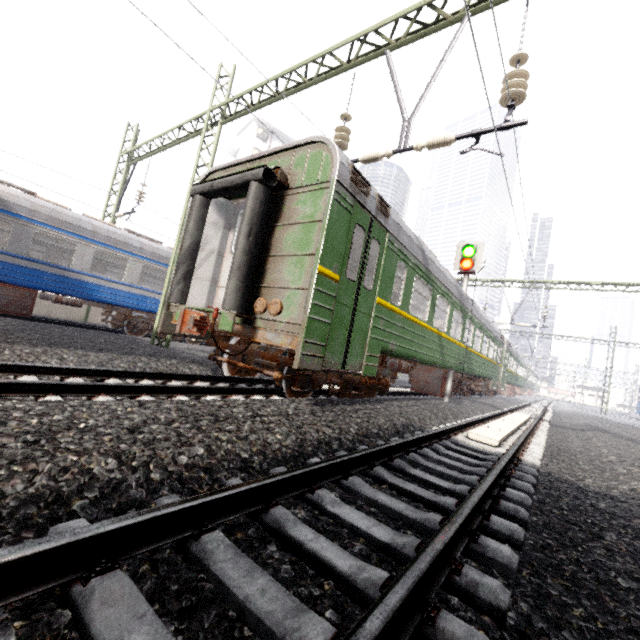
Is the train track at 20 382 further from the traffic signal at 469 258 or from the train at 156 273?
the traffic signal at 469 258

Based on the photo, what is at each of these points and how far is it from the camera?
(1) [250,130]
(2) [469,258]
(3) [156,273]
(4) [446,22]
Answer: (1) building, 41.38m
(2) traffic signal, 11.66m
(3) train, 17.30m
(4) power line, 6.45m

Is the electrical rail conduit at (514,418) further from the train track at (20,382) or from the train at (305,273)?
the train track at (20,382)

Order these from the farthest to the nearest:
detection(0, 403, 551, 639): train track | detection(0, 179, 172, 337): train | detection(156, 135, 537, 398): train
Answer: detection(0, 179, 172, 337): train
detection(156, 135, 537, 398): train
detection(0, 403, 551, 639): train track

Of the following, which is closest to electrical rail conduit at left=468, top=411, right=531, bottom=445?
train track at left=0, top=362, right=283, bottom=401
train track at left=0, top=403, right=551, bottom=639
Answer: train track at left=0, top=403, right=551, bottom=639

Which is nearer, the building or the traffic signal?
the traffic signal

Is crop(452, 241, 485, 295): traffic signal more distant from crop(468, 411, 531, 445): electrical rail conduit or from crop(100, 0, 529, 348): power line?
crop(100, 0, 529, 348): power line

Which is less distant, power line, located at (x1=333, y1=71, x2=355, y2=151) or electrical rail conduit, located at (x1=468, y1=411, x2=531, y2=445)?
electrical rail conduit, located at (x1=468, y1=411, x2=531, y2=445)
